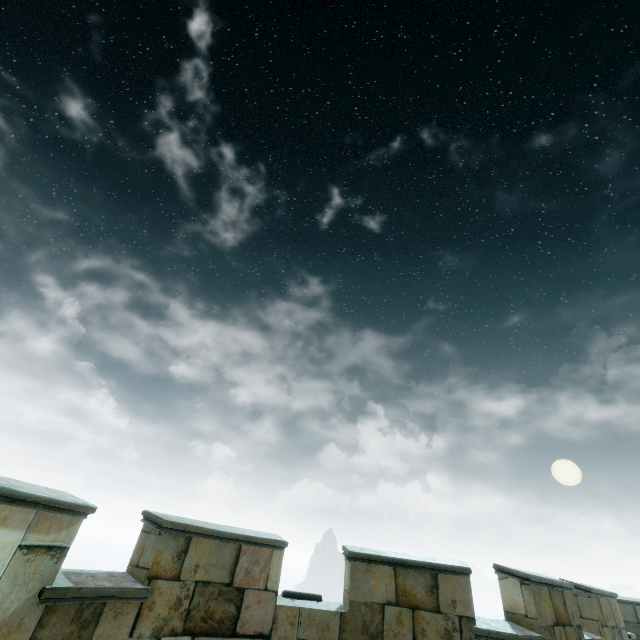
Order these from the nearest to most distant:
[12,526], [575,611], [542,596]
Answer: [12,526], [542,596], [575,611]
